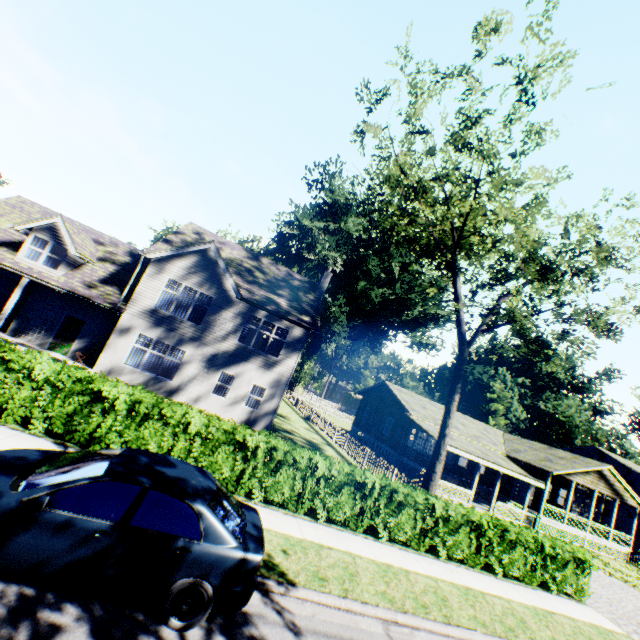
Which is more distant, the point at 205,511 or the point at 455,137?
the point at 455,137

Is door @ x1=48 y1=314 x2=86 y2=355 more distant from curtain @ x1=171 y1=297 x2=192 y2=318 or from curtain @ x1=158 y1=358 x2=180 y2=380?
curtain @ x1=171 y1=297 x2=192 y2=318

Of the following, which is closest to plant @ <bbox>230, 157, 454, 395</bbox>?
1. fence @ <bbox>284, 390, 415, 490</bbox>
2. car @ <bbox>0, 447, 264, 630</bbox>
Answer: fence @ <bbox>284, 390, 415, 490</bbox>

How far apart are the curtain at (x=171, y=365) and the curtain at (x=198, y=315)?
2.20m

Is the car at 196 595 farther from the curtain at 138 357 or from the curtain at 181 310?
the curtain at 181 310

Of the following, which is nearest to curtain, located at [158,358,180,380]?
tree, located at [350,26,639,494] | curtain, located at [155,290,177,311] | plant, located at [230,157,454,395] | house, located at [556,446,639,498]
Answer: curtain, located at [155,290,177,311]

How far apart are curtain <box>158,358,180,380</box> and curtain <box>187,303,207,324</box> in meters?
2.2
